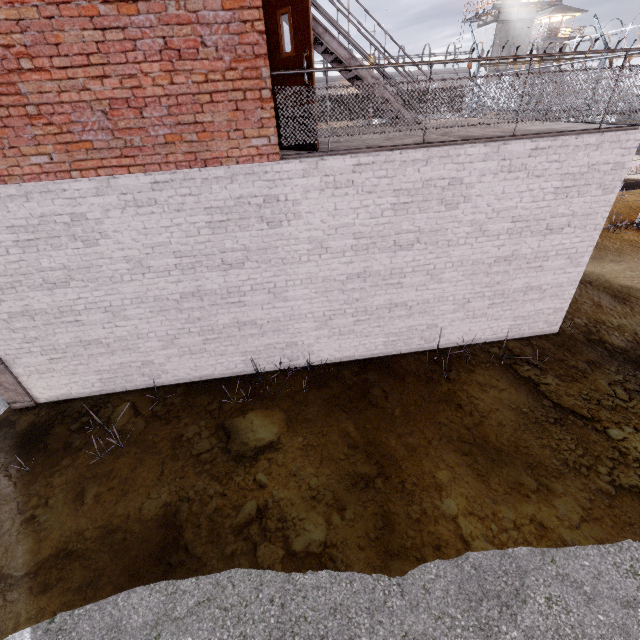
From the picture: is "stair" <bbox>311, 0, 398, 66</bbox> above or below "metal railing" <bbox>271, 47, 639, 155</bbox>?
above

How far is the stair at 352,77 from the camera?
8.01m

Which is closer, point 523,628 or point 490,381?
point 523,628

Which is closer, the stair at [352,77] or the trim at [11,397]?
the trim at [11,397]

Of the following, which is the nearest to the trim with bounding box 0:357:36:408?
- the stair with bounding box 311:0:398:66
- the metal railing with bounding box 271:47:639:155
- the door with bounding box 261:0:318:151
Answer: the metal railing with bounding box 271:47:639:155

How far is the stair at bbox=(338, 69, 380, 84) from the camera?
8.0m

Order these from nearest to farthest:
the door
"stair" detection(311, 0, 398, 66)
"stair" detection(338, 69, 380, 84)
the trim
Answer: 1. the door
2. the trim
3. "stair" detection(311, 0, 398, 66)
4. "stair" detection(338, 69, 380, 84)
